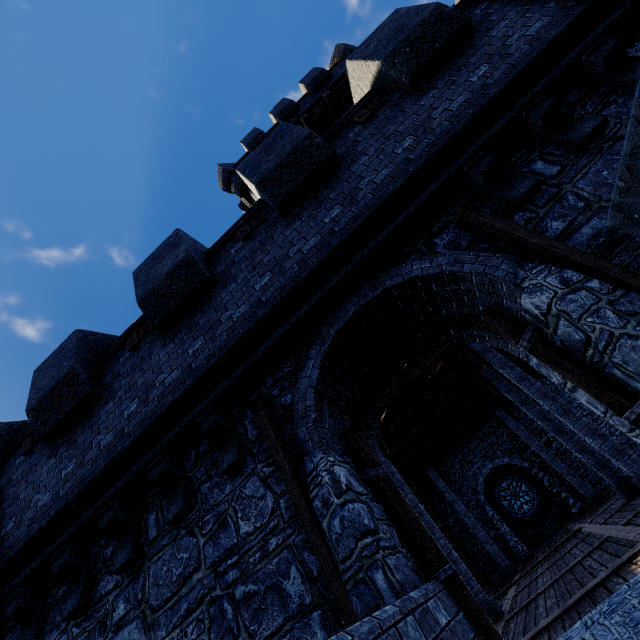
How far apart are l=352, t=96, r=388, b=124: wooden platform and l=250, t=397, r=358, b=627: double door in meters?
5.0 m

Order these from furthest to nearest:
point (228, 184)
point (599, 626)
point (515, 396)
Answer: point (228, 184) < point (515, 396) < point (599, 626)

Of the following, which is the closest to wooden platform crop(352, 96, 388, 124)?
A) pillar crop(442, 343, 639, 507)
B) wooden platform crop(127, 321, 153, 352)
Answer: wooden platform crop(127, 321, 153, 352)

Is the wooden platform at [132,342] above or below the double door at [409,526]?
above

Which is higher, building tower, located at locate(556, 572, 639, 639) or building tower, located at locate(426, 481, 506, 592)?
building tower, located at locate(426, 481, 506, 592)

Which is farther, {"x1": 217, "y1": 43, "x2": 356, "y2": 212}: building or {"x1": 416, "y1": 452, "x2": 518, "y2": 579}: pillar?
{"x1": 217, "y1": 43, "x2": 356, "y2": 212}: building

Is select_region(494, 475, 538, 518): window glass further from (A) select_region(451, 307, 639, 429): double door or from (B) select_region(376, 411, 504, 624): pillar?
(A) select_region(451, 307, 639, 429): double door

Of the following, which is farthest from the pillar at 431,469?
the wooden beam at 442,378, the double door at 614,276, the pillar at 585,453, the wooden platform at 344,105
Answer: the double door at 614,276
